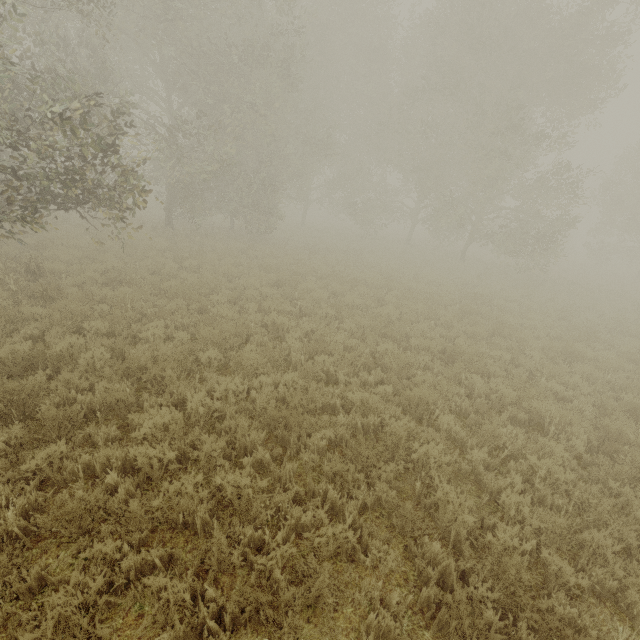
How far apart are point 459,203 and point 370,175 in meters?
7.2 m

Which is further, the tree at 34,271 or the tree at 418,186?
the tree at 418,186

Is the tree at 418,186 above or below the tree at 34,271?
above

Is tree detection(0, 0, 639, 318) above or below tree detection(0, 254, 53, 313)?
above

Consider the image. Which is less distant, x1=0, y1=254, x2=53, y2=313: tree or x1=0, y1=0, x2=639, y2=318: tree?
x1=0, y1=254, x2=53, y2=313: tree
